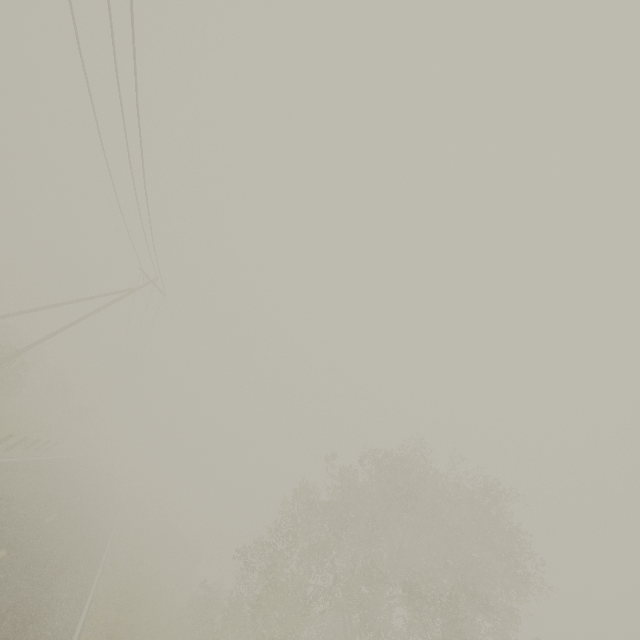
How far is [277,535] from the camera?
17.97m
